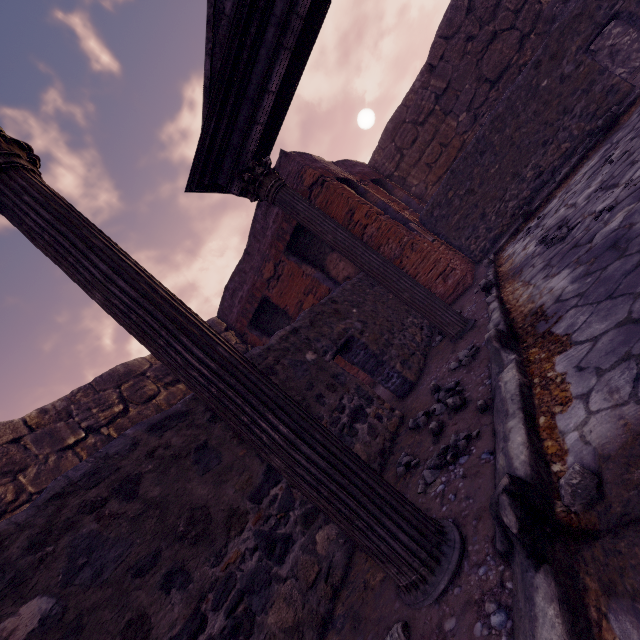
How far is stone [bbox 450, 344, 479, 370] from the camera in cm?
321

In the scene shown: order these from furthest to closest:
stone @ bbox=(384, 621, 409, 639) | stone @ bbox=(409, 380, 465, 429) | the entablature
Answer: the entablature < stone @ bbox=(409, 380, 465, 429) < stone @ bbox=(384, 621, 409, 639)

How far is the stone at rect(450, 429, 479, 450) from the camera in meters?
2.1 m

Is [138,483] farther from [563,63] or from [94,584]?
[563,63]

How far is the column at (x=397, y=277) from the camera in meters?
4.2 m

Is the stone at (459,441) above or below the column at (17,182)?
below

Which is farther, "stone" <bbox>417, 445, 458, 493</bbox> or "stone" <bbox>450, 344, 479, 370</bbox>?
"stone" <bbox>450, 344, 479, 370</bbox>

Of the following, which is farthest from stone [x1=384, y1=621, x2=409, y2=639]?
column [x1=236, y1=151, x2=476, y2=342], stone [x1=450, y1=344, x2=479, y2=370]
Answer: column [x1=236, y1=151, x2=476, y2=342]
